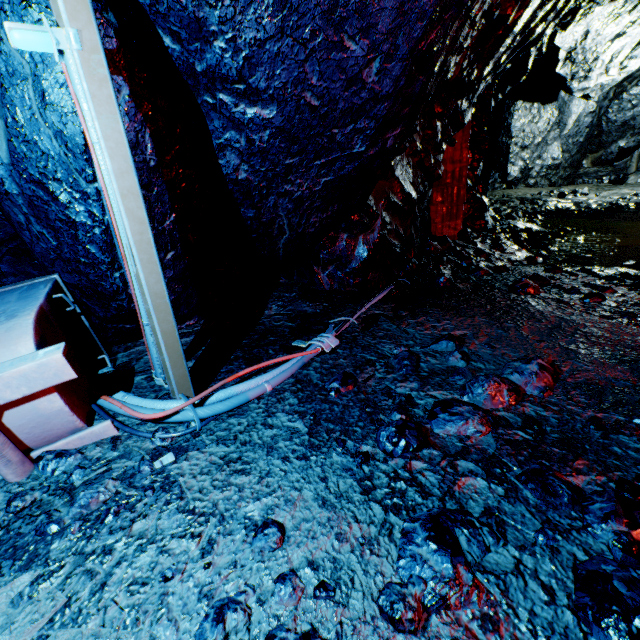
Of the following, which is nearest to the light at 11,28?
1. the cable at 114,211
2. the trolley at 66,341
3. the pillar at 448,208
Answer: the cable at 114,211

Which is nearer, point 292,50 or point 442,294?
point 292,50

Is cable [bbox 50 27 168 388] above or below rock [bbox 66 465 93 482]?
above

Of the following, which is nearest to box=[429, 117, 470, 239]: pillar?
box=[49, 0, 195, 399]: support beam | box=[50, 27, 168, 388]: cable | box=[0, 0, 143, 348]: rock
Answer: box=[0, 0, 143, 348]: rock

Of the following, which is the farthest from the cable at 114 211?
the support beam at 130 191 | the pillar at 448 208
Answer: the pillar at 448 208

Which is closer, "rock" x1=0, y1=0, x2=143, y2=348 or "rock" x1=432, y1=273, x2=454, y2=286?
"rock" x1=0, y1=0, x2=143, y2=348

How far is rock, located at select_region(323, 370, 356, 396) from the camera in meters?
2.1 m

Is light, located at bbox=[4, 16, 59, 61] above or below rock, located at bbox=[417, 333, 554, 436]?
above
